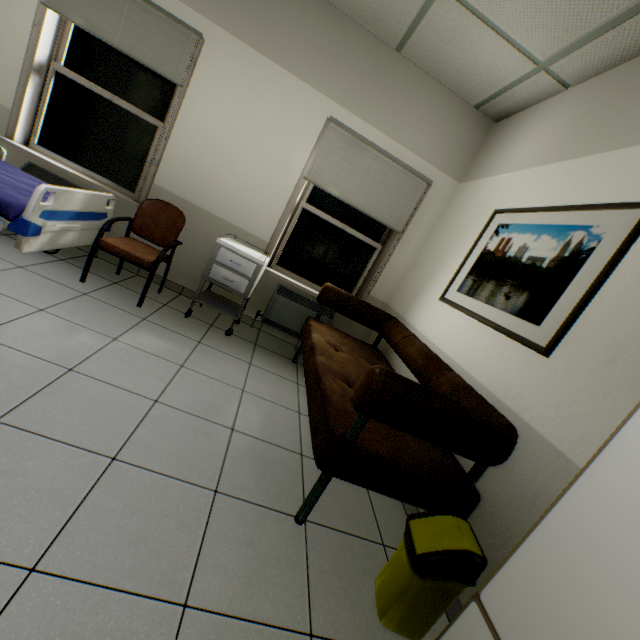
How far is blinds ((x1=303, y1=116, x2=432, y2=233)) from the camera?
3.4 meters

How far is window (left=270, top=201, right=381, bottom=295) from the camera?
3.8 meters

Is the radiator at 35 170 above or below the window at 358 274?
below

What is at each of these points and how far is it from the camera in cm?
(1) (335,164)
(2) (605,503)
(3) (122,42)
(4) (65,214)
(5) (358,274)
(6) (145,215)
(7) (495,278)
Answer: (1) blinds, 346
(2) cabinet, 76
(3) blinds, 299
(4) bed, 237
(5) window, 402
(6) chair, 319
(7) picture, 239

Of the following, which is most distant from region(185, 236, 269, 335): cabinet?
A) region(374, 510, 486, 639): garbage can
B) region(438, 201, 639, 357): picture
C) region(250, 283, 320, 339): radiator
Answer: region(374, 510, 486, 639): garbage can

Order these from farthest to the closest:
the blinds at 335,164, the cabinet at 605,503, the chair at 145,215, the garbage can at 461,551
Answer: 1. the blinds at 335,164
2. the chair at 145,215
3. the garbage can at 461,551
4. the cabinet at 605,503

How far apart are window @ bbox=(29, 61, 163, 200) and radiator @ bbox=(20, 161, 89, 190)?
0.18m

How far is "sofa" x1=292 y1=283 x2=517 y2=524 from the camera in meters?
1.5
